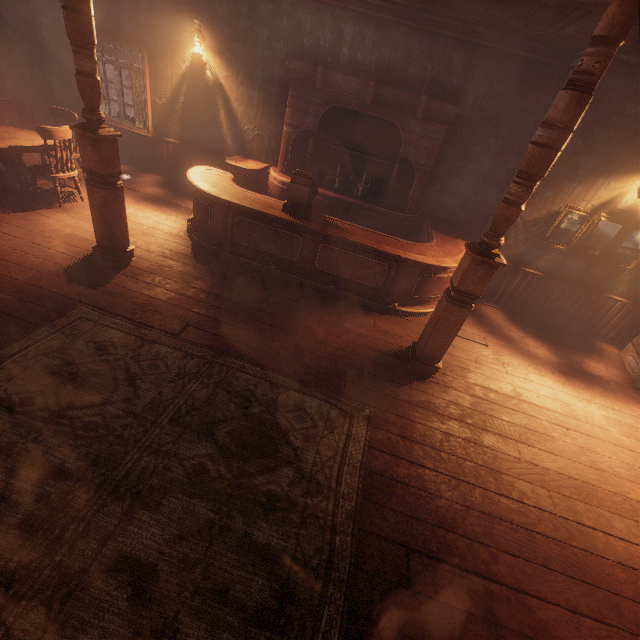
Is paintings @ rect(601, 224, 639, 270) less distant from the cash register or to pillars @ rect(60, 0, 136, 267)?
the cash register

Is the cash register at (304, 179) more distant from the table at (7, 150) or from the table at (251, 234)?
the table at (7, 150)

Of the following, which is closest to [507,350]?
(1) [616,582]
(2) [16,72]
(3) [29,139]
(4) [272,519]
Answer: (1) [616,582]

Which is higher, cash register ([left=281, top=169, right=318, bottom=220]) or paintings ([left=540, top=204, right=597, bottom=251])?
paintings ([left=540, top=204, right=597, bottom=251])

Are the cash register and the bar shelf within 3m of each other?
yes

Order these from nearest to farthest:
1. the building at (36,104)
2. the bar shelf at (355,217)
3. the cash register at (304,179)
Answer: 1. the cash register at (304,179)
2. the bar shelf at (355,217)
3. the building at (36,104)

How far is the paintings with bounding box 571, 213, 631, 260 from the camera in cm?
507

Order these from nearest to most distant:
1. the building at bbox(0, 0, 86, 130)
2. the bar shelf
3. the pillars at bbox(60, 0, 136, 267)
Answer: the pillars at bbox(60, 0, 136, 267) < the bar shelf < the building at bbox(0, 0, 86, 130)
